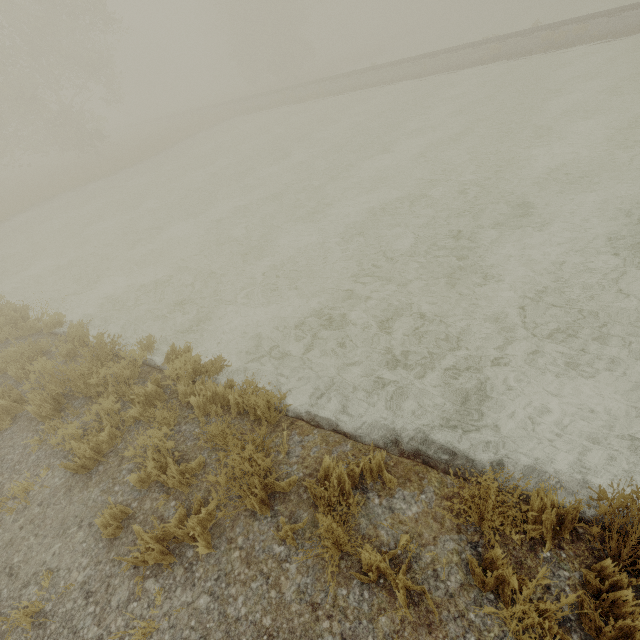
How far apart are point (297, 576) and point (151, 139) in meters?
34.0 m
